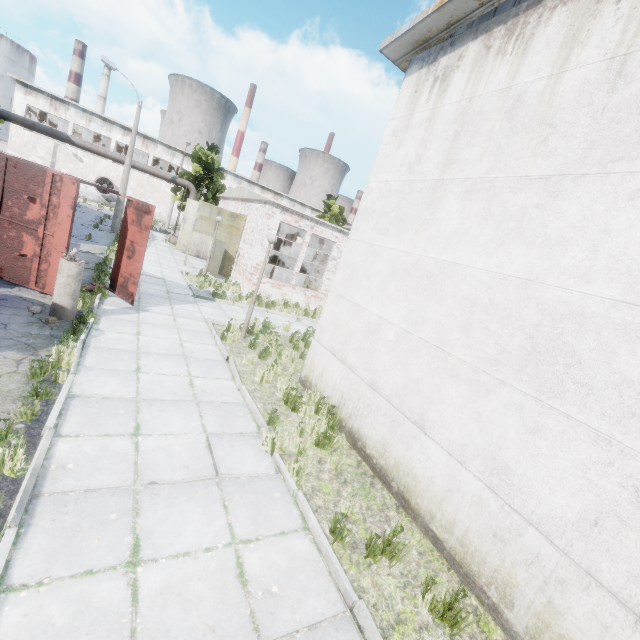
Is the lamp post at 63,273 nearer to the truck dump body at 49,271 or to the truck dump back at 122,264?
the truck dump body at 49,271

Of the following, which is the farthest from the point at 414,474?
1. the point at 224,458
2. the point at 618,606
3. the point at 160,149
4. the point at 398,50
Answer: the point at 160,149

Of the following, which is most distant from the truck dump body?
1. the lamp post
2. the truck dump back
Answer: the lamp post

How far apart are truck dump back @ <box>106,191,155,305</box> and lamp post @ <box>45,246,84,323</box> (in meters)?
1.77

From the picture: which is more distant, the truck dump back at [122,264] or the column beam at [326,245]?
the column beam at [326,245]

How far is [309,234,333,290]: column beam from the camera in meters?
21.9

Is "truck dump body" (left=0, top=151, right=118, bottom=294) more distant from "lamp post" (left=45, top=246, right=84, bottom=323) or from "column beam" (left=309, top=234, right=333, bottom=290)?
"column beam" (left=309, top=234, right=333, bottom=290)

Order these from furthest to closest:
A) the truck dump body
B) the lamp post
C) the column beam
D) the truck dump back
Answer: the column beam, the truck dump back, the truck dump body, the lamp post
